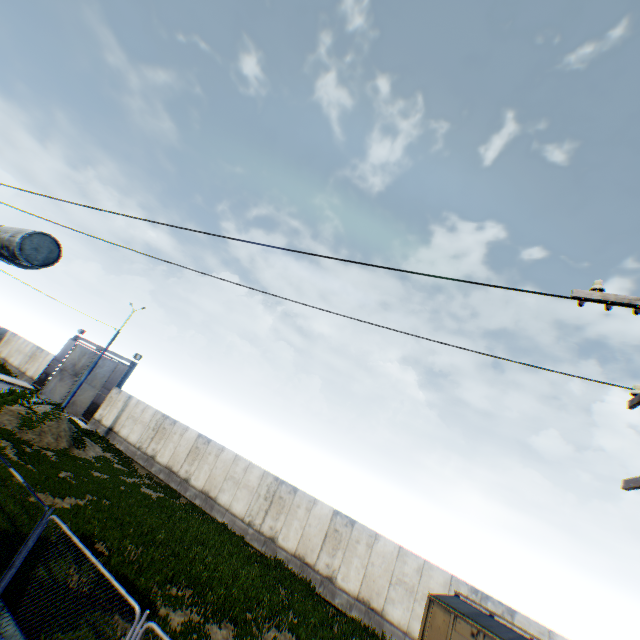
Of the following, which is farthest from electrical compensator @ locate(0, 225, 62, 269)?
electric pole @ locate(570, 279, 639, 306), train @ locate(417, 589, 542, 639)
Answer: train @ locate(417, 589, 542, 639)

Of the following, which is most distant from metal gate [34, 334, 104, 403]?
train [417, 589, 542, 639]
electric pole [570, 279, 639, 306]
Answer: electric pole [570, 279, 639, 306]

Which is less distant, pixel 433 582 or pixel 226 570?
pixel 226 570

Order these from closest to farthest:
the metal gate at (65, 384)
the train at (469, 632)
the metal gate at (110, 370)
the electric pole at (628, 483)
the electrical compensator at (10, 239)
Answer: the electric pole at (628, 483), the electrical compensator at (10, 239), the train at (469, 632), the metal gate at (110, 370), the metal gate at (65, 384)

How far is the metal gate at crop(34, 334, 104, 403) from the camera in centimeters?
3036cm

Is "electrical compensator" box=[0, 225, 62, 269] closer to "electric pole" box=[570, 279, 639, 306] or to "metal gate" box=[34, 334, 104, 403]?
"electric pole" box=[570, 279, 639, 306]

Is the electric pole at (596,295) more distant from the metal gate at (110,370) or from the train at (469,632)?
the metal gate at (110,370)
